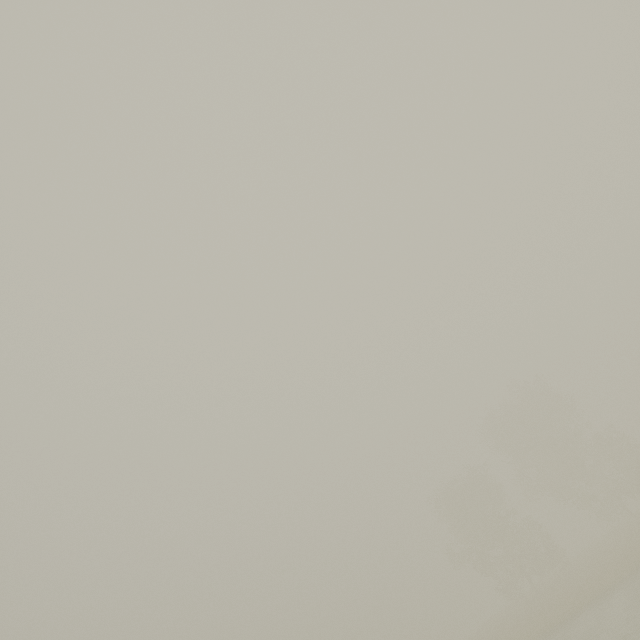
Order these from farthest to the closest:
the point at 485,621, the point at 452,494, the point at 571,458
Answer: the point at 485,621
the point at 452,494
the point at 571,458
